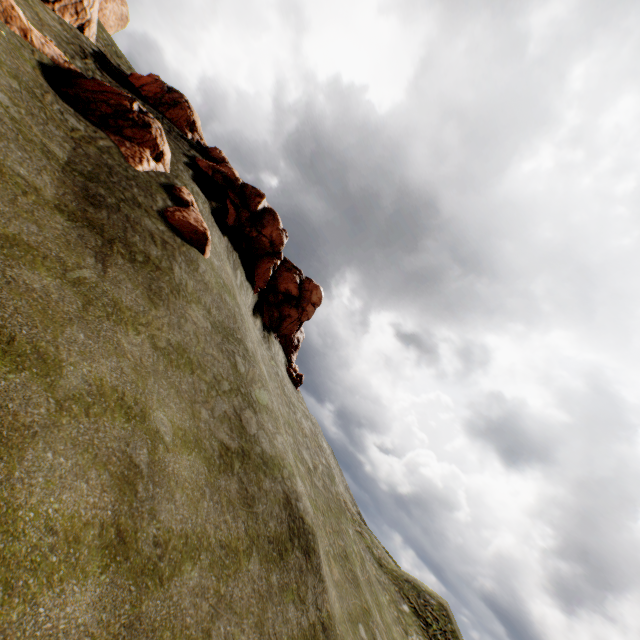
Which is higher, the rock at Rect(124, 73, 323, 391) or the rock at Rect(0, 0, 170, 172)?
the rock at Rect(124, 73, 323, 391)

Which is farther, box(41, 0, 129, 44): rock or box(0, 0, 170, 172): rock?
box(41, 0, 129, 44): rock

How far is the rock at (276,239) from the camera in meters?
27.0 m

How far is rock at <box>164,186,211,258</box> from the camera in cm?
1639

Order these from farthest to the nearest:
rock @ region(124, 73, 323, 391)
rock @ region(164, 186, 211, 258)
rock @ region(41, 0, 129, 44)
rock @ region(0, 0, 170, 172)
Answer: rock @ region(124, 73, 323, 391) < rock @ region(41, 0, 129, 44) < rock @ region(164, 186, 211, 258) < rock @ region(0, 0, 170, 172)

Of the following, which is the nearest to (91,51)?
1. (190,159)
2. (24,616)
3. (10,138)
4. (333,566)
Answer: (190,159)

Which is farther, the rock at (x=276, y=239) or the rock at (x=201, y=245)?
the rock at (x=276, y=239)
